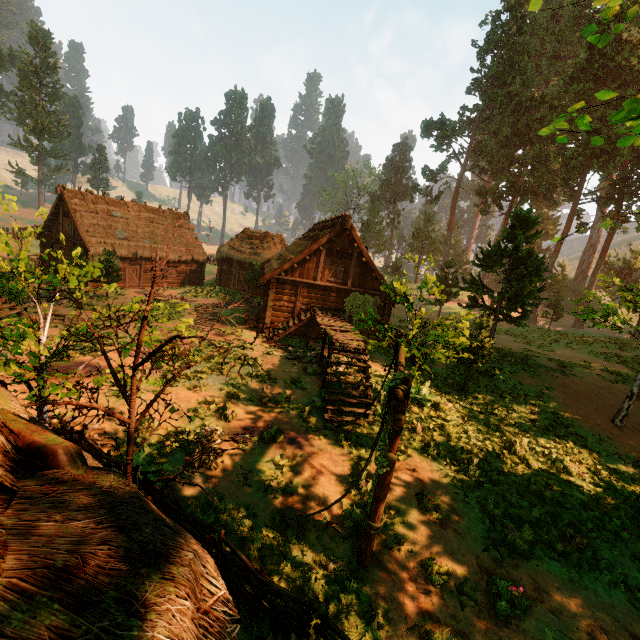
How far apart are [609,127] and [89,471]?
42.3 meters

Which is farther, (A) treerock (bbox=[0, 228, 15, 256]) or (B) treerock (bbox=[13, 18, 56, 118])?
(B) treerock (bbox=[13, 18, 56, 118])

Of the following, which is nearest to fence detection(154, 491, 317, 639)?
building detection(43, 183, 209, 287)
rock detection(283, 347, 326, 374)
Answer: building detection(43, 183, 209, 287)

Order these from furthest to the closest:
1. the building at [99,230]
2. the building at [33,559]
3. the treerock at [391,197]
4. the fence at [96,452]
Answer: the treerock at [391,197] < the building at [99,230] < the fence at [96,452] < the building at [33,559]

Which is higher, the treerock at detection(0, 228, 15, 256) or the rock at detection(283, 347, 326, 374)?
the treerock at detection(0, 228, 15, 256)

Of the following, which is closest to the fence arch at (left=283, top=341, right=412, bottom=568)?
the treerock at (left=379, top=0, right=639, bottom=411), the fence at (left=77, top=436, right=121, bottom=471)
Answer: the treerock at (left=379, top=0, right=639, bottom=411)

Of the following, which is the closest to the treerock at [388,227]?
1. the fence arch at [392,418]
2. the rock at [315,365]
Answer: the fence arch at [392,418]

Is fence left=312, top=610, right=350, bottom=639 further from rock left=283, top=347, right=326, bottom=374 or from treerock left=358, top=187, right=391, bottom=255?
rock left=283, top=347, right=326, bottom=374
